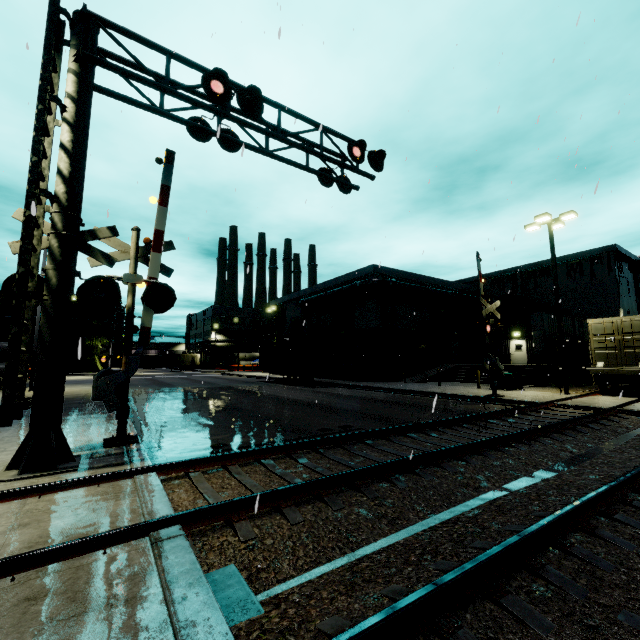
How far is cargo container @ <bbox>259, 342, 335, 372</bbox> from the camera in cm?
2578

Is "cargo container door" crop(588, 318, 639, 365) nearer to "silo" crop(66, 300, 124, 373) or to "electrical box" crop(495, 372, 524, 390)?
"electrical box" crop(495, 372, 524, 390)

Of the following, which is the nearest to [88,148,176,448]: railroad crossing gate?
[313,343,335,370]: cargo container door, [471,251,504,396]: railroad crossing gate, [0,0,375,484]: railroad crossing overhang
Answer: [0,0,375,484]: railroad crossing overhang

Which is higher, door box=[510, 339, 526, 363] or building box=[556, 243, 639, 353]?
→ building box=[556, 243, 639, 353]

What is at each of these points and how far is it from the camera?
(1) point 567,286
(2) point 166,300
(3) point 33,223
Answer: (1) building, 43.0m
(2) railroad crossing gate, 8.0m
(3) railroad crossing overhang, 5.5m

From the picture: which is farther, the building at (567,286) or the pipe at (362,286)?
the building at (567,286)

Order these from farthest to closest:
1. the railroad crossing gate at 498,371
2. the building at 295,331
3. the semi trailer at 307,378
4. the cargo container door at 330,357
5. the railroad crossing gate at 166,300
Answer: the building at 295,331 → the semi trailer at 307,378 → the cargo container door at 330,357 → the railroad crossing gate at 498,371 → the railroad crossing gate at 166,300

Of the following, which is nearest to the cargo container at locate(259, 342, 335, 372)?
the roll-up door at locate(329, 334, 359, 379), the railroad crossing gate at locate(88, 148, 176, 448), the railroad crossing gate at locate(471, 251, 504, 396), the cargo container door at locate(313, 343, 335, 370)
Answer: the cargo container door at locate(313, 343, 335, 370)
